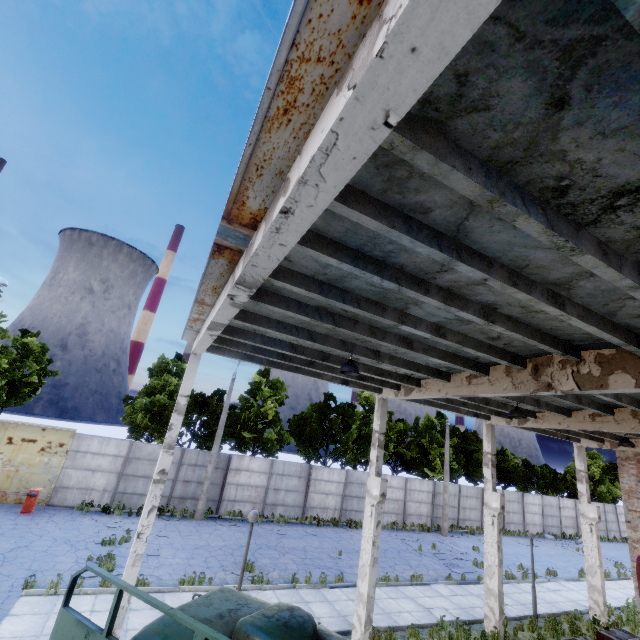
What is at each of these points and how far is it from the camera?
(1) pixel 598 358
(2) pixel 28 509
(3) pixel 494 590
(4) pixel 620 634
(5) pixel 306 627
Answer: (1) column beam, 6.3m
(2) barrier arm base, 15.6m
(3) column beam, 12.3m
(4) truck, 10.4m
(5) truck, 3.5m

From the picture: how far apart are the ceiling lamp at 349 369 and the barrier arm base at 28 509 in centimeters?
1783cm

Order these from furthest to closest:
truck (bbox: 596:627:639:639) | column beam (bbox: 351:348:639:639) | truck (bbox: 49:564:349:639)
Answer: truck (bbox: 596:627:639:639), column beam (bbox: 351:348:639:639), truck (bbox: 49:564:349:639)

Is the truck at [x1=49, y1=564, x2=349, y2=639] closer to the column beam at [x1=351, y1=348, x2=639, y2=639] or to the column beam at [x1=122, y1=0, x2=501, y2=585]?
the column beam at [x1=122, y1=0, x2=501, y2=585]

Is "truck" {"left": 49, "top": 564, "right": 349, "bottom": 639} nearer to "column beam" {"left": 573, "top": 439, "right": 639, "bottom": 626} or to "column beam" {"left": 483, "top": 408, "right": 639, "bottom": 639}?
"column beam" {"left": 483, "top": 408, "right": 639, "bottom": 639}

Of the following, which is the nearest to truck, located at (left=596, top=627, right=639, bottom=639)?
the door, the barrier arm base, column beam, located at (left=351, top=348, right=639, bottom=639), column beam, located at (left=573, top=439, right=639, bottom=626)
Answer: column beam, located at (left=573, top=439, right=639, bottom=626)

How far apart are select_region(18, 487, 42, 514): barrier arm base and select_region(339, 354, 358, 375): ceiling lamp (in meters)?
17.83

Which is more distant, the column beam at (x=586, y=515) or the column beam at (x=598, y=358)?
the column beam at (x=586, y=515)
